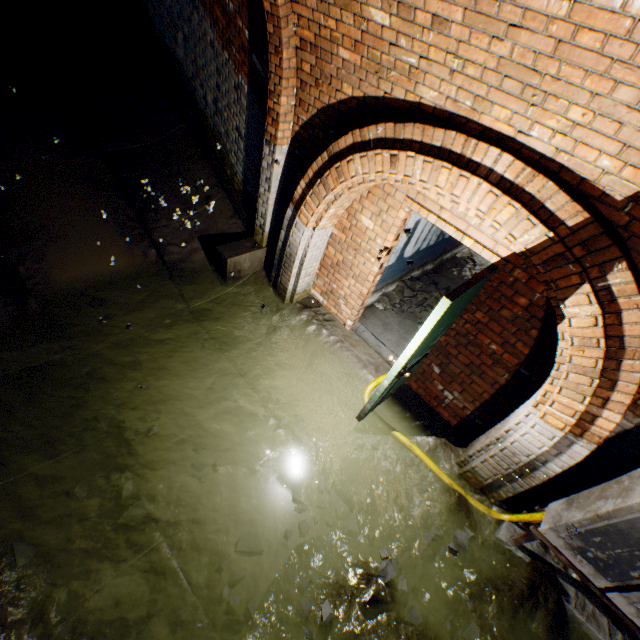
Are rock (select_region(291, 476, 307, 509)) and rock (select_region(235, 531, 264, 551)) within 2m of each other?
yes

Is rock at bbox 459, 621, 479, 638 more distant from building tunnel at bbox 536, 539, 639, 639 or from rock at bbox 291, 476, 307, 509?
rock at bbox 291, 476, 307, 509

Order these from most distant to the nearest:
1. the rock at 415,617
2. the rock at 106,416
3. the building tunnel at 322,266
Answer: the rock at 106,416 → the rock at 415,617 → the building tunnel at 322,266

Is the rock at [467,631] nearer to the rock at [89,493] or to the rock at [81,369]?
the rock at [89,493]

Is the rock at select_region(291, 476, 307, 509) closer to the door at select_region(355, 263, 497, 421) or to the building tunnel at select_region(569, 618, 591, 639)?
the building tunnel at select_region(569, 618, 591, 639)

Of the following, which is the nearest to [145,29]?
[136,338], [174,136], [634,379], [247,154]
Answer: [174,136]

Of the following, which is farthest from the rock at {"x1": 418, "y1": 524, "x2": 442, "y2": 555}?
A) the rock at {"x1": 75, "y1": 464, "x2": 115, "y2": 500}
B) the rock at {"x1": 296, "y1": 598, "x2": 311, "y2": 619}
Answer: the rock at {"x1": 75, "y1": 464, "x2": 115, "y2": 500}

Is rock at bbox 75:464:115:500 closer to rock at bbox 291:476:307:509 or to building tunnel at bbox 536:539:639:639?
building tunnel at bbox 536:539:639:639
